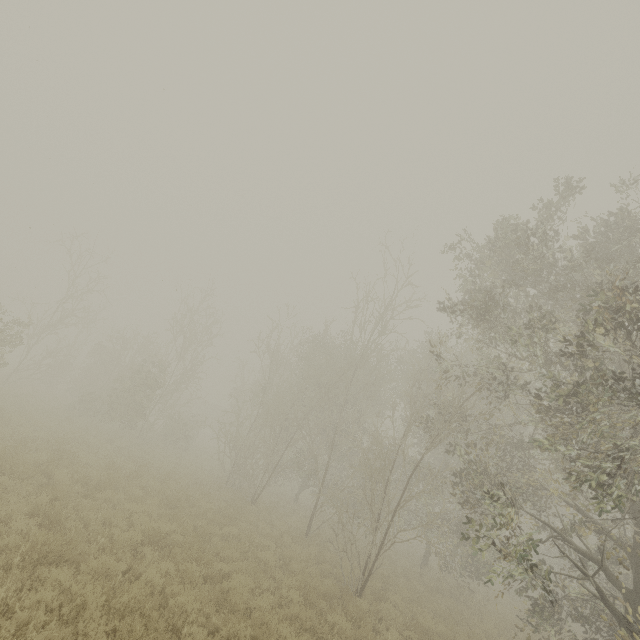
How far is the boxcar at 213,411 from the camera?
51.3 meters

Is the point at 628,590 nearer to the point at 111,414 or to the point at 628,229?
the point at 628,229

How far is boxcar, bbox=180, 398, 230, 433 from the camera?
51.34m
